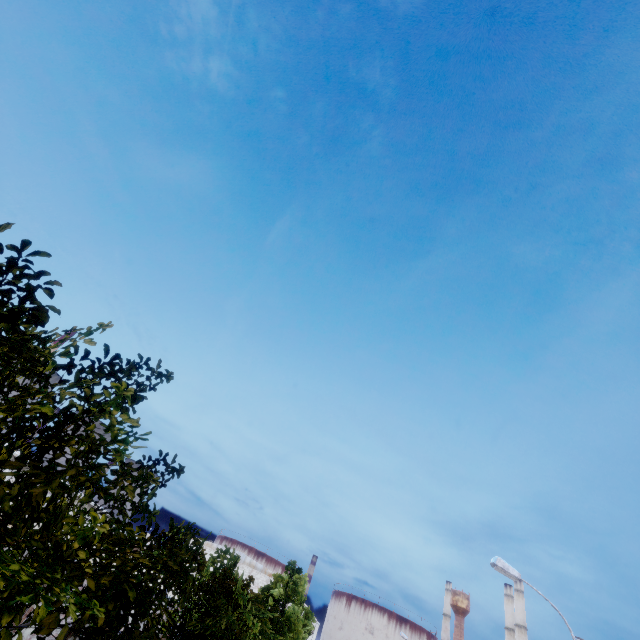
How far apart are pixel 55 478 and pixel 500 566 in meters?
13.8 m
